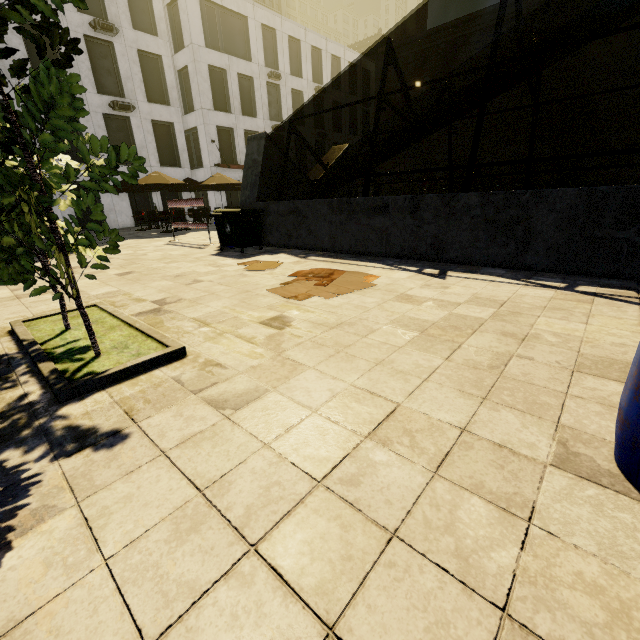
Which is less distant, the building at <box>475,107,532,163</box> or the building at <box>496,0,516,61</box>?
the building at <box>496,0,516,61</box>

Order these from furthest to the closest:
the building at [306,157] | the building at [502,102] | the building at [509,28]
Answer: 1. the building at [502,102]
2. the building at [509,28]
3. the building at [306,157]

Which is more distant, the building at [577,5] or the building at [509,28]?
the building at [509,28]

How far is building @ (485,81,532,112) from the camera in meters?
35.5 m

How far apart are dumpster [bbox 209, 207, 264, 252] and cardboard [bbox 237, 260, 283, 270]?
1.4 meters

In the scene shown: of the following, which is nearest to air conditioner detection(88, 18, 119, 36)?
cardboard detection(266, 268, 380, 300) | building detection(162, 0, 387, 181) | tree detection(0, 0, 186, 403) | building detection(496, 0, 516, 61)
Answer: building detection(162, 0, 387, 181)

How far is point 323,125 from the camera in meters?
34.1 m
